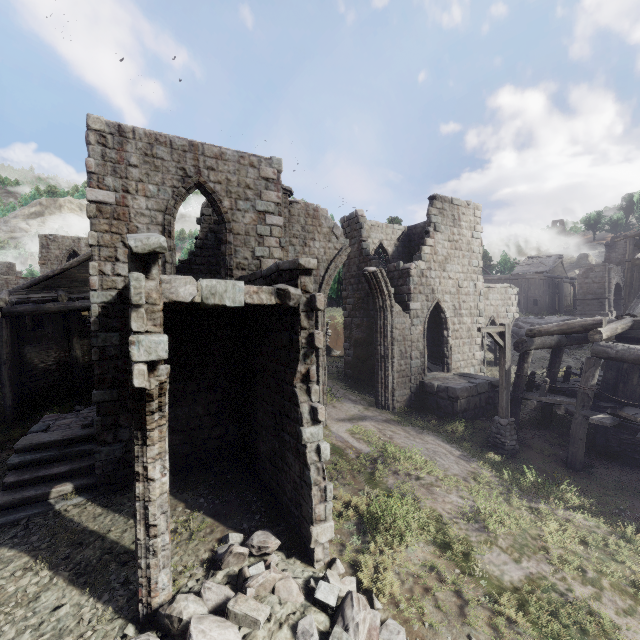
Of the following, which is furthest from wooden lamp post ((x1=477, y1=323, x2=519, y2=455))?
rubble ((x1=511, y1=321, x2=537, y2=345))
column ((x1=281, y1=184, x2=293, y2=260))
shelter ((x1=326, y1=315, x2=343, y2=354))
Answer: shelter ((x1=326, y1=315, x2=343, y2=354))

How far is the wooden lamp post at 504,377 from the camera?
11.8 meters

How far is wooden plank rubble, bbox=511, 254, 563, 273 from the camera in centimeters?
4703cm

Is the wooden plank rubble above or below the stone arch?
above

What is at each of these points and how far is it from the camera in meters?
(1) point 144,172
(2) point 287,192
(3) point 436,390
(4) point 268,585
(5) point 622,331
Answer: (1) building, 9.9
(2) column, 12.4
(3) building, 15.4
(4) rubble, 5.8
(5) building, 11.2

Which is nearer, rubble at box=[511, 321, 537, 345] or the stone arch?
rubble at box=[511, 321, 537, 345]

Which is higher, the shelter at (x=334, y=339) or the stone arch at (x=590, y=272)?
the stone arch at (x=590, y=272)

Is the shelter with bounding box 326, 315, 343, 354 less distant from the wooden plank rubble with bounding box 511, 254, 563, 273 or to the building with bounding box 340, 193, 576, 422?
the building with bounding box 340, 193, 576, 422
